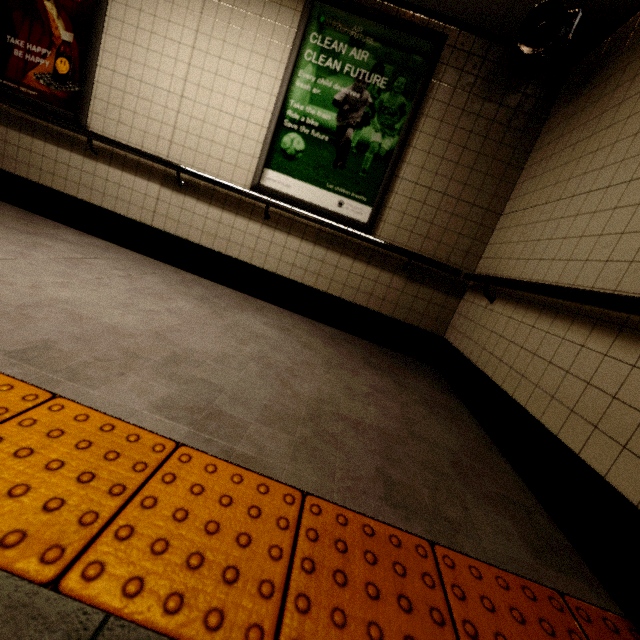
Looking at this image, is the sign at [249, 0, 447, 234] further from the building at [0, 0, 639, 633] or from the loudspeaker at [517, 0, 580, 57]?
the loudspeaker at [517, 0, 580, 57]

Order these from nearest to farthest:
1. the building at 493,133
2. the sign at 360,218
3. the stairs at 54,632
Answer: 1. the stairs at 54,632
2. the building at 493,133
3. the sign at 360,218

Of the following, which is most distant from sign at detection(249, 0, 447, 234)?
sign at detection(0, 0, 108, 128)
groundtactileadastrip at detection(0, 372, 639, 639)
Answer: groundtactileadastrip at detection(0, 372, 639, 639)

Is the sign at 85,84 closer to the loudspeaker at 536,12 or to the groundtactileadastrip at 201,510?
the groundtactileadastrip at 201,510

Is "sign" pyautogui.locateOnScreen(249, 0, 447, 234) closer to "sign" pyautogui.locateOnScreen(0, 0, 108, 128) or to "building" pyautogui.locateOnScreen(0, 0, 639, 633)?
"building" pyautogui.locateOnScreen(0, 0, 639, 633)

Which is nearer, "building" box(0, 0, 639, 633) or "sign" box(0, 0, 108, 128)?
"building" box(0, 0, 639, 633)

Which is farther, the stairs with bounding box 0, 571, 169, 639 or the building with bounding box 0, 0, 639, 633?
the building with bounding box 0, 0, 639, 633

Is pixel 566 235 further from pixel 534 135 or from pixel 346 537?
pixel 346 537
